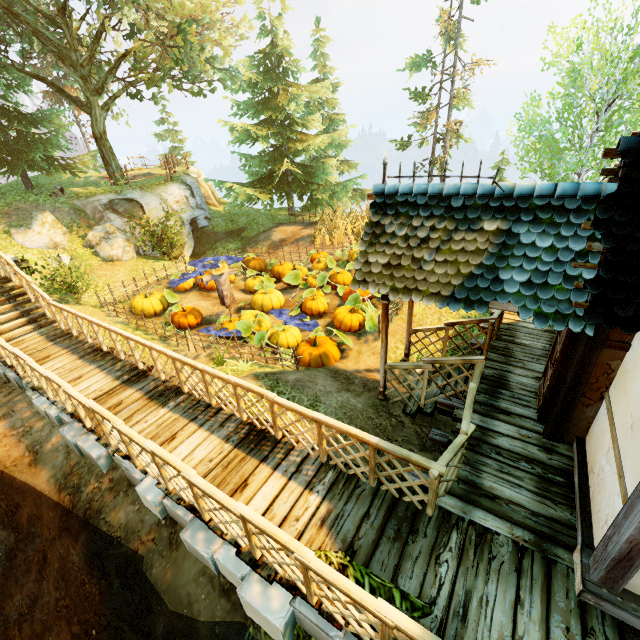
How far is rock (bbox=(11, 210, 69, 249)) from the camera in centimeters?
1330cm

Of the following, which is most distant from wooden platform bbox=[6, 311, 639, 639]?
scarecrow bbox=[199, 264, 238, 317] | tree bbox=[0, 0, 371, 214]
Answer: tree bbox=[0, 0, 371, 214]

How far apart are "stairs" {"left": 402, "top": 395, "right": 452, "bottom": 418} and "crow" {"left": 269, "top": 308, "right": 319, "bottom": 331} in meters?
3.3

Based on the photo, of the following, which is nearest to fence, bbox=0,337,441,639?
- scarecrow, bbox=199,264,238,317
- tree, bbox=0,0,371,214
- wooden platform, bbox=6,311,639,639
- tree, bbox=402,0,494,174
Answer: wooden platform, bbox=6,311,639,639

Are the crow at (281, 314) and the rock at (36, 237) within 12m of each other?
yes

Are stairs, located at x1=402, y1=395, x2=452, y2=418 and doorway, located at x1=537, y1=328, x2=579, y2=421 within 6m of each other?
yes

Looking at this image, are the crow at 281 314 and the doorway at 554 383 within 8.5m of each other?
yes

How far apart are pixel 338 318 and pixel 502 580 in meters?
7.1
